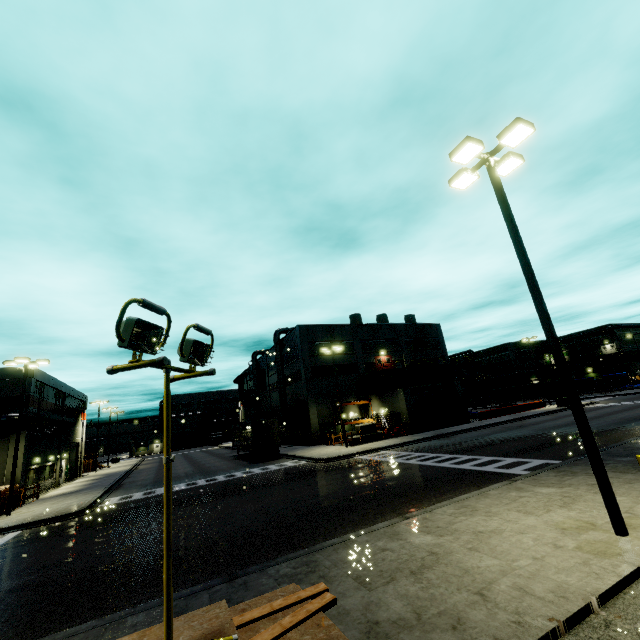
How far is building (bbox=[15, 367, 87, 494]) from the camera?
27.0 meters

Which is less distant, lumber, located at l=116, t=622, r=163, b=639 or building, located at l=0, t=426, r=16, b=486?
lumber, located at l=116, t=622, r=163, b=639

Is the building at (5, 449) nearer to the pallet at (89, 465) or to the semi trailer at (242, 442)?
the semi trailer at (242, 442)

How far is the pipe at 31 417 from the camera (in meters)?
26.42

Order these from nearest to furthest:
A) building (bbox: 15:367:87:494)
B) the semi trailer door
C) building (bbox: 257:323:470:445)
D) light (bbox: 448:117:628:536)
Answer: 1. light (bbox: 448:117:628:536)
2. building (bbox: 15:367:87:494)
3. the semi trailer door
4. building (bbox: 257:323:470:445)

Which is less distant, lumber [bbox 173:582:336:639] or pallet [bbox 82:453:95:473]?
lumber [bbox 173:582:336:639]

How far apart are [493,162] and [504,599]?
10.2m
